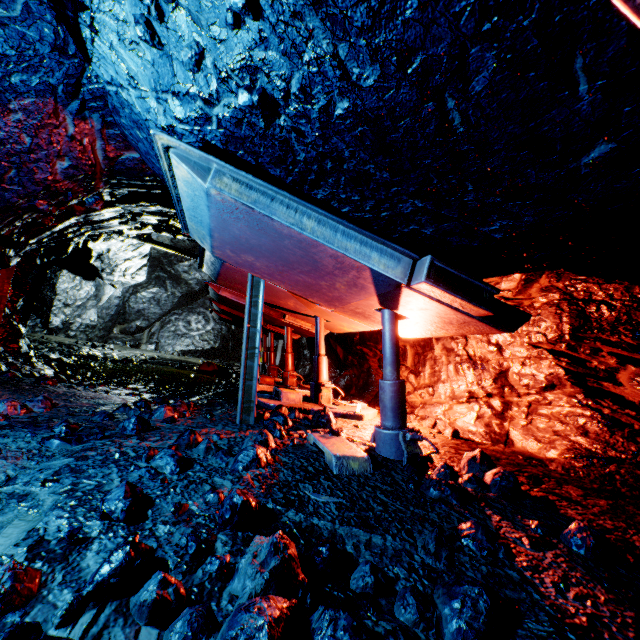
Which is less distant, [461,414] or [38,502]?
A: [38,502]

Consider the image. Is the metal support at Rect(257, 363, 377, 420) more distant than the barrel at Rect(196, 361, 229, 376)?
No

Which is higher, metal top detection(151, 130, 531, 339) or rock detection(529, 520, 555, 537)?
metal top detection(151, 130, 531, 339)

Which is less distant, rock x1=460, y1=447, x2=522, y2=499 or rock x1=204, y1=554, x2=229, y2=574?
rock x1=204, y1=554, x2=229, y2=574

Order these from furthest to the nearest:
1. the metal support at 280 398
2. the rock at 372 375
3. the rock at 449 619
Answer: the rock at 372 375
the metal support at 280 398
the rock at 449 619

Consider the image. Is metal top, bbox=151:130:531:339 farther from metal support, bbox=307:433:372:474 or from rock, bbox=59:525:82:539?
metal support, bbox=307:433:372:474

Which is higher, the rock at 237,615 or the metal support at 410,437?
the metal support at 410,437
